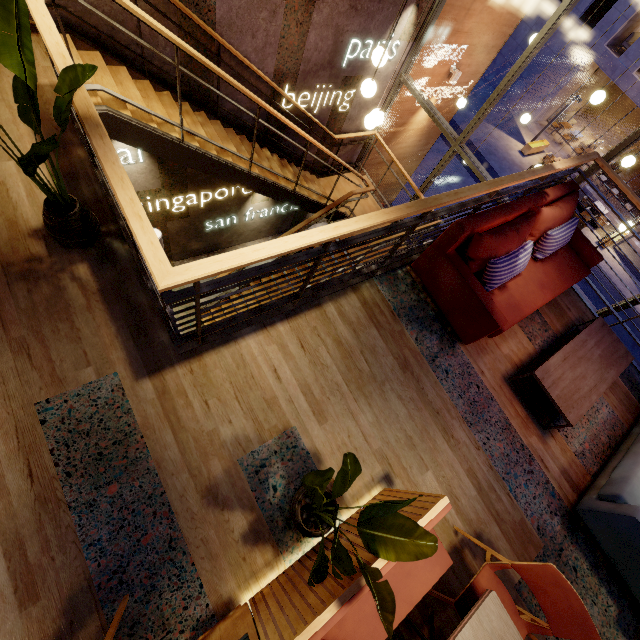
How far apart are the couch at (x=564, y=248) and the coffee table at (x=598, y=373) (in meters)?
0.48

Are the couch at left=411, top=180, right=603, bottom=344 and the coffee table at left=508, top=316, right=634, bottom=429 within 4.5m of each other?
yes

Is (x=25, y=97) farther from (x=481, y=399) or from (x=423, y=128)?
(x=423, y=128)

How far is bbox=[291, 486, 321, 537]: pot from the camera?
2.1 meters

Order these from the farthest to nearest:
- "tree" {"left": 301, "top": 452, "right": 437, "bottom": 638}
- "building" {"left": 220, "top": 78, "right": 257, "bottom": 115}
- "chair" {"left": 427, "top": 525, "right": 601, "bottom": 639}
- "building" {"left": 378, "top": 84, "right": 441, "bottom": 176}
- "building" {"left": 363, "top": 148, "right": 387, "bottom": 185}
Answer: "building" {"left": 363, "top": 148, "right": 387, "bottom": 185} < "building" {"left": 378, "top": 84, "right": 441, "bottom": 176} < "building" {"left": 220, "top": 78, "right": 257, "bottom": 115} < "chair" {"left": 427, "top": 525, "right": 601, "bottom": 639} < "tree" {"left": 301, "top": 452, "right": 437, "bottom": 638}

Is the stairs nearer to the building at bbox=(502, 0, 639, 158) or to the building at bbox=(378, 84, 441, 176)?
the building at bbox=(378, 84, 441, 176)

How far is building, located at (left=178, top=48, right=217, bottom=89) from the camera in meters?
4.4 m

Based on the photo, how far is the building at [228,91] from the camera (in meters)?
5.06
